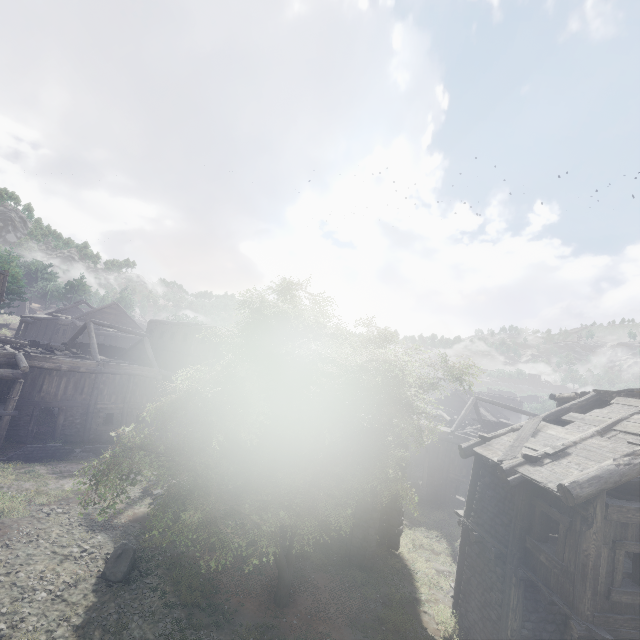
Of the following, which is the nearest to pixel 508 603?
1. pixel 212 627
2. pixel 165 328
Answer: pixel 212 627

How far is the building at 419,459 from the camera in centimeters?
1471cm

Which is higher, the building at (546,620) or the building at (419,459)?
the building at (419,459)

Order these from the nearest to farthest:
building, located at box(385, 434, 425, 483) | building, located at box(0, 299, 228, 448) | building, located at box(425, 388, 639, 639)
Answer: building, located at box(425, 388, 639, 639) < building, located at box(385, 434, 425, 483) < building, located at box(0, 299, 228, 448)

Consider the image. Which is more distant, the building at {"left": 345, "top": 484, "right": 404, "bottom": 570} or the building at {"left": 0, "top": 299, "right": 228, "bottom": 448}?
the building at {"left": 0, "top": 299, "right": 228, "bottom": 448}

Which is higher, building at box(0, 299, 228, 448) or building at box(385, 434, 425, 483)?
building at box(385, 434, 425, 483)
